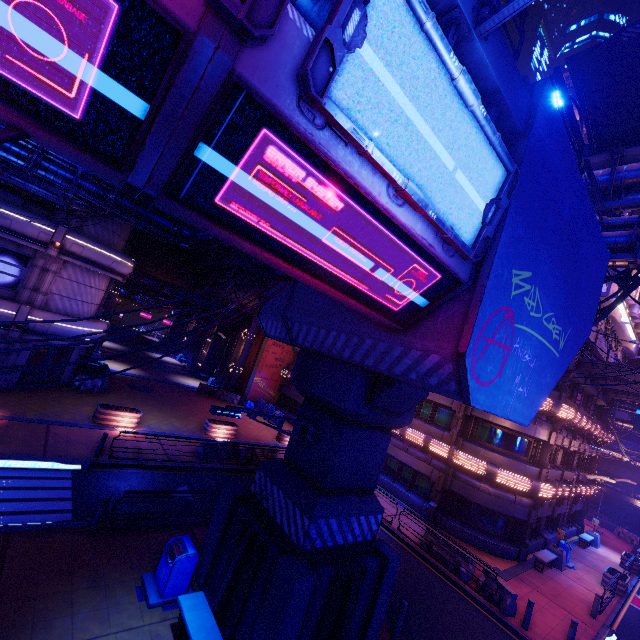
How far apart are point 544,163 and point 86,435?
20.22m

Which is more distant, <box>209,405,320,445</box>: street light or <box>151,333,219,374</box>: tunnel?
<box>151,333,219,374</box>: tunnel

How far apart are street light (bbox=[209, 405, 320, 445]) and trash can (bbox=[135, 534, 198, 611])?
4.1m

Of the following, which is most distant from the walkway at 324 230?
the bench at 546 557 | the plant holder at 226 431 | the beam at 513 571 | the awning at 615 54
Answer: the bench at 546 557

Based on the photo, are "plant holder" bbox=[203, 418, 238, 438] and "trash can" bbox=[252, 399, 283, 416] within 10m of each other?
yes

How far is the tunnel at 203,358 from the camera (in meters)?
40.06

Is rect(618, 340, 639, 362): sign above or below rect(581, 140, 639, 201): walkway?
below

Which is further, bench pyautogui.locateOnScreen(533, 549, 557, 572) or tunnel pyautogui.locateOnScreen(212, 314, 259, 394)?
tunnel pyautogui.locateOnScreen(212, 314, 259, 394)
